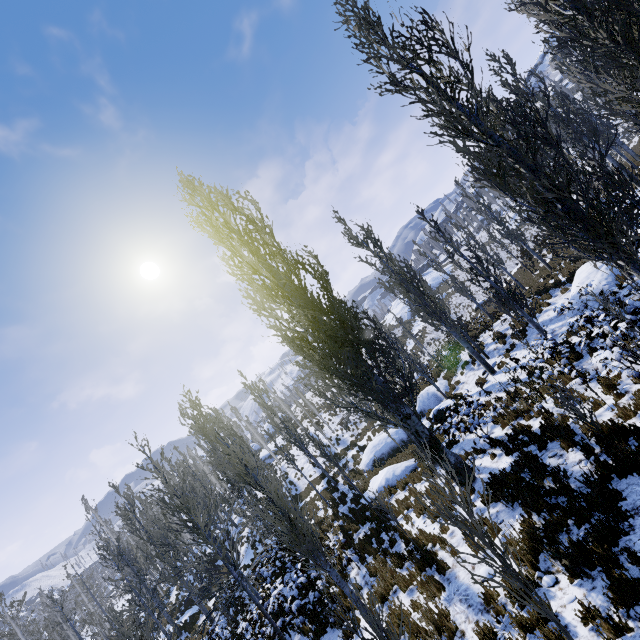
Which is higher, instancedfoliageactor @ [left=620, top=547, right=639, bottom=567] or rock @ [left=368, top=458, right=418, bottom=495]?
Answer: instancedfoliageactor @ [left=620, top=547, right=639, bottom=567]

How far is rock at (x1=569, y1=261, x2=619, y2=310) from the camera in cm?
1318

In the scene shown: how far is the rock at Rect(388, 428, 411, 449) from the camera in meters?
20.0 m

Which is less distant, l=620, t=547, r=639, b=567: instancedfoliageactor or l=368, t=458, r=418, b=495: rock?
l=620, t=547, r=639, b=567: instancedfoliageactor

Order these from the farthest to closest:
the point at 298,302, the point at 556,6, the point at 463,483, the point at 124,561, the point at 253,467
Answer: the point at 124,561
the point at 253,467
the point at 298,302
the point at 463,483
the point at 556,6

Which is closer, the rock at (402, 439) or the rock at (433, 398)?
the rock at (433, 398)

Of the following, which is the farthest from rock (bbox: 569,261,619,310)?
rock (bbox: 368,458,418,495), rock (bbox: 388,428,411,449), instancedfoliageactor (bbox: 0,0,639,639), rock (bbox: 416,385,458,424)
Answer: rock (bbox: 388,428,411,449)

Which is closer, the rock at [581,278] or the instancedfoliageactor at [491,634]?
the instancedfoliageactor at [491,634]
